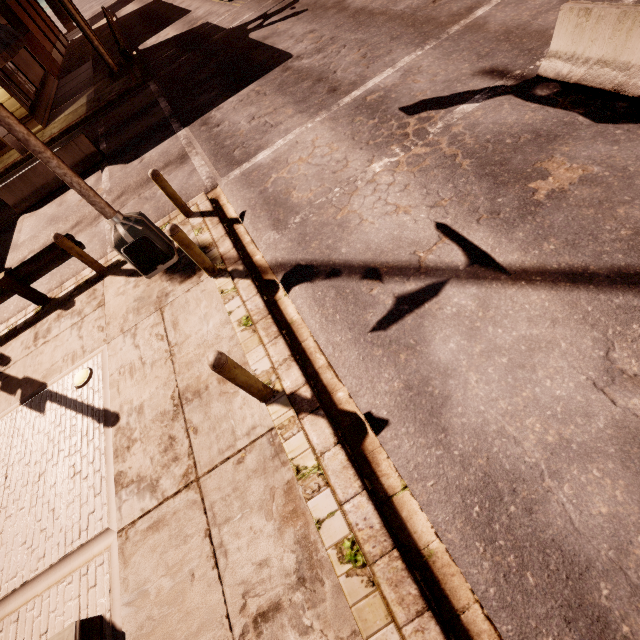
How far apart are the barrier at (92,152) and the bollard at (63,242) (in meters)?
7.59

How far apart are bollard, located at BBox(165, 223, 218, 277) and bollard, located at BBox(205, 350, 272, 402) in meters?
2.8

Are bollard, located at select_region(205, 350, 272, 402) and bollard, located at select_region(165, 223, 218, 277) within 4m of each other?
yes

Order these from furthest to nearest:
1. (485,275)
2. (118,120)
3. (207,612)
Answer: (118,120) < (485,275) < (207,612)

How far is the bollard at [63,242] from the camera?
6.86m

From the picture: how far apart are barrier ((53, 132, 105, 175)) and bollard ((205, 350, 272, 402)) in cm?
1330

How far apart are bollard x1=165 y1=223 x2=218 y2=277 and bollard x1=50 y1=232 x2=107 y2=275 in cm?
329

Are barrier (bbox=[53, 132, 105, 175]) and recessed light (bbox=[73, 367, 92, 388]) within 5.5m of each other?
no
